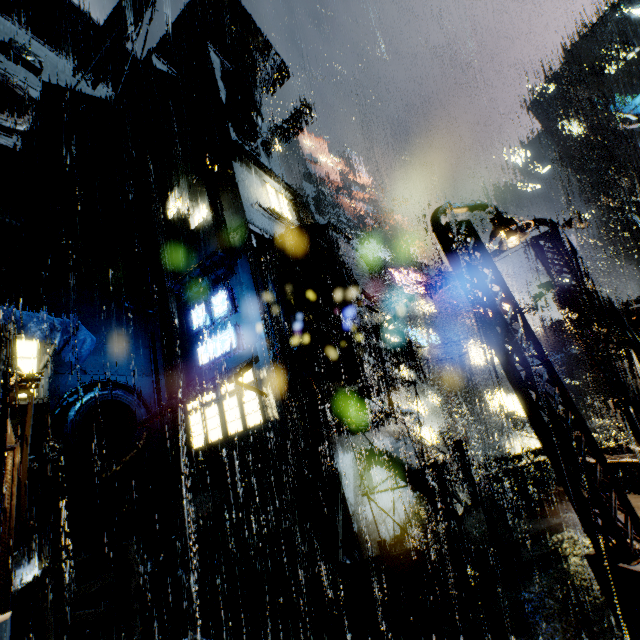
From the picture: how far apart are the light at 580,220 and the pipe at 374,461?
11.6 meters

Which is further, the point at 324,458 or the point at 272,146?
the point at 272,146

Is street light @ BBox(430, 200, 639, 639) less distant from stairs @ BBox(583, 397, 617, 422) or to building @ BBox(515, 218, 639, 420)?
building @ BBox(515, 218, 639, 420)

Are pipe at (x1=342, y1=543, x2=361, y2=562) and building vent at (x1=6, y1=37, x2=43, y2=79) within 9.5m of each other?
no

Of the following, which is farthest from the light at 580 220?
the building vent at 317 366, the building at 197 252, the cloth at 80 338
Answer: the cloth at 80 338

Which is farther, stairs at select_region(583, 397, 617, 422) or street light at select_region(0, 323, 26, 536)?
stairs at select_region(583, 397, 617, 422)

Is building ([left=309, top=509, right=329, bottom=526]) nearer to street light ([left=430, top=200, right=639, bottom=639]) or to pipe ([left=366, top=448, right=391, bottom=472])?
pipe ([left=366, top=448, right=391, bottom=472])

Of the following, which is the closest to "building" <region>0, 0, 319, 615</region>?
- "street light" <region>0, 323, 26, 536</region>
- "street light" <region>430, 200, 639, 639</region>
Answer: "street light" <region>0, 323, 26, 536</region>
